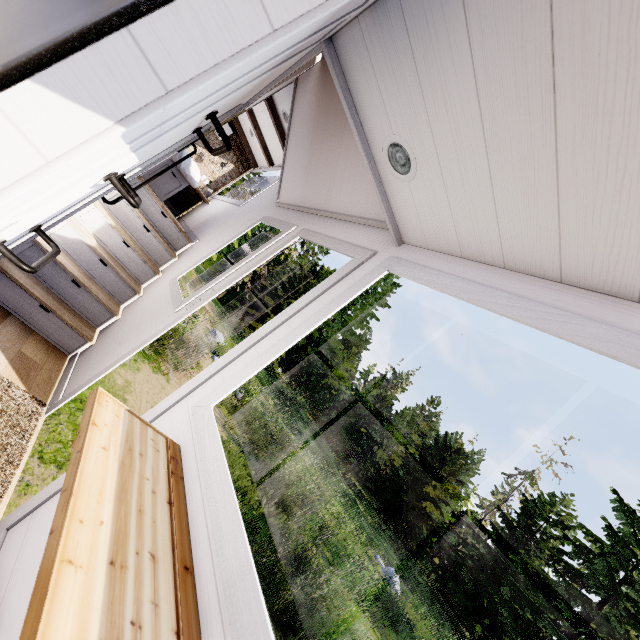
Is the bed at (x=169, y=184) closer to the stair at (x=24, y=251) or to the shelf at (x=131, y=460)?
the stair at (x=24, y=251)

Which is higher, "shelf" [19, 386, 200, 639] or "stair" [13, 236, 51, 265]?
"shelf" [19, 386, 200, 639]

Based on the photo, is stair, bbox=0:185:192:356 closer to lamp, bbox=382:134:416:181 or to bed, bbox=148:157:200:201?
bed, bbox=148:157:200:201

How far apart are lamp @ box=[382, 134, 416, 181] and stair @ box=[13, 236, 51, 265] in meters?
3.2 m

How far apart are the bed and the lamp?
4.45m

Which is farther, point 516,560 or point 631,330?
point 516,560

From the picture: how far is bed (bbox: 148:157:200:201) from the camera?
4.98m

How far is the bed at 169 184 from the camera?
4.98m
